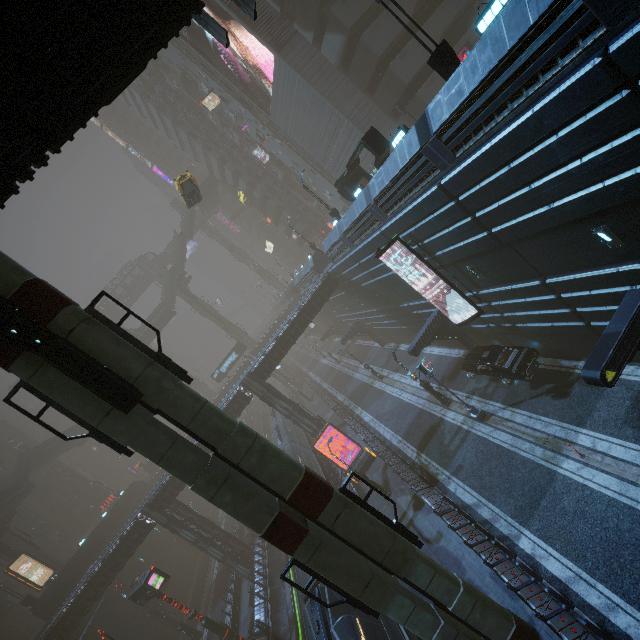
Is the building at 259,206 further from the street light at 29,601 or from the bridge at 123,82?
the bridge at 123,82

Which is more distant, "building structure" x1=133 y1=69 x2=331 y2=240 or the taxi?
"building structure" x1=133 y1=69 x2=331 y2=240

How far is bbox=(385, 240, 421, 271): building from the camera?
18.3 meters

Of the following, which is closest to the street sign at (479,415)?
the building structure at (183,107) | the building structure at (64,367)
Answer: the building structure at (64,367)

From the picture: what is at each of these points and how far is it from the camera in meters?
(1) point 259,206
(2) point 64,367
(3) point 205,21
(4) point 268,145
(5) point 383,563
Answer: (1) building, 58.7 m
(2) building structure, 7.7 m
(3) stairs, 8.9 m
(4) building, 44.6 m
(5) sm, 9.8 m

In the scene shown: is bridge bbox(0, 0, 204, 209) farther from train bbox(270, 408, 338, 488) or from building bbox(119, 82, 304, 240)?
train bbox(270, 408, 338, 488)

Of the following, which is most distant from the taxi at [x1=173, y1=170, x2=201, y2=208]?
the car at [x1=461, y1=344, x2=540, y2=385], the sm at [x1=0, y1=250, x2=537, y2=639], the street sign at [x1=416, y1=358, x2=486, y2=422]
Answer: the car at [x1=461, y1=344, x2=540, y2=385]

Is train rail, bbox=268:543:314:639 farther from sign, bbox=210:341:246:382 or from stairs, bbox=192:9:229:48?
stairs, bbox=192:9:229:48
